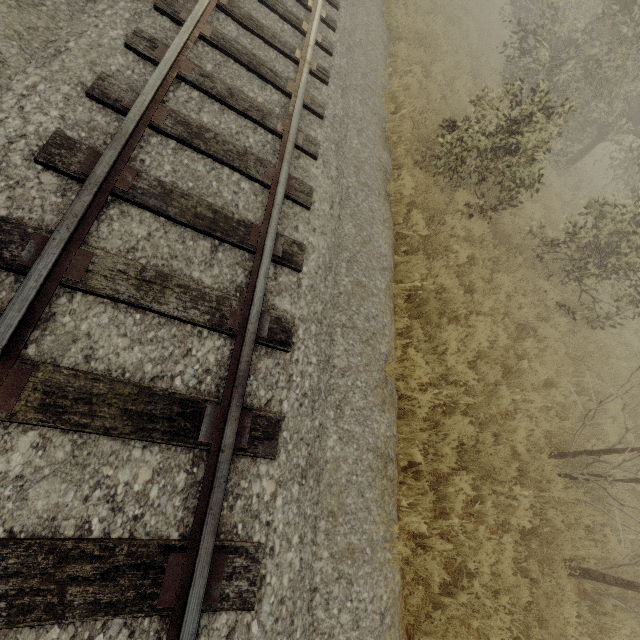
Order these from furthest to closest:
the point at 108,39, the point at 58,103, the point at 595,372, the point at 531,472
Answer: the point at 595,372 < the point at 531,472 < the point at 108,39 < the point at 58,103
